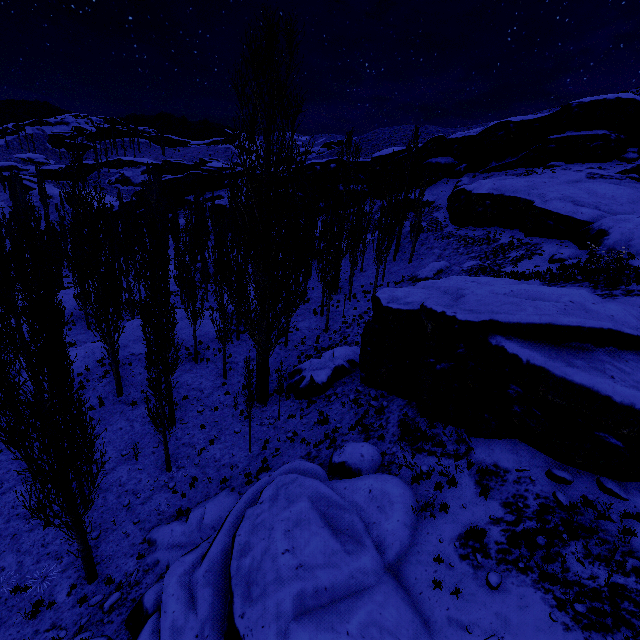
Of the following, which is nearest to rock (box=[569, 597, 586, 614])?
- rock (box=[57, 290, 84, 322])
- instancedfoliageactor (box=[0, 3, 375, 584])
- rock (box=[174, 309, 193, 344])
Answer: instancedfoliageactor (box=[0, 3, 375, 584])

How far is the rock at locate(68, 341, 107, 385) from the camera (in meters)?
21.31

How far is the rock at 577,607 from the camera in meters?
6.1 m

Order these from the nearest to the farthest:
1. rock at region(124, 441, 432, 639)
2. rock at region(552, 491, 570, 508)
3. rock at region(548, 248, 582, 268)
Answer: rock at region(124, 441, 432, 639)
rock at region(552, 491, 570, 508)
rock at region(548, 248, 582, 268)

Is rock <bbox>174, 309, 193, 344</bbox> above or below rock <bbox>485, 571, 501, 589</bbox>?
below

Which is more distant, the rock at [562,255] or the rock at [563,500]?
the rock at [562,255]

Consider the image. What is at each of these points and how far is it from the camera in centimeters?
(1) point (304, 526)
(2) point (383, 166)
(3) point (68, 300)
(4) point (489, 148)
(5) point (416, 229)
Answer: (1) rock, 884cm
(2) rock, 5275cm
(3) rock, 3384cm
(4) rock, 4178cm
(5) instancedfoliageactor, 3152cm

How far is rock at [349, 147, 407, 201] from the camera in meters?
51.9 m
